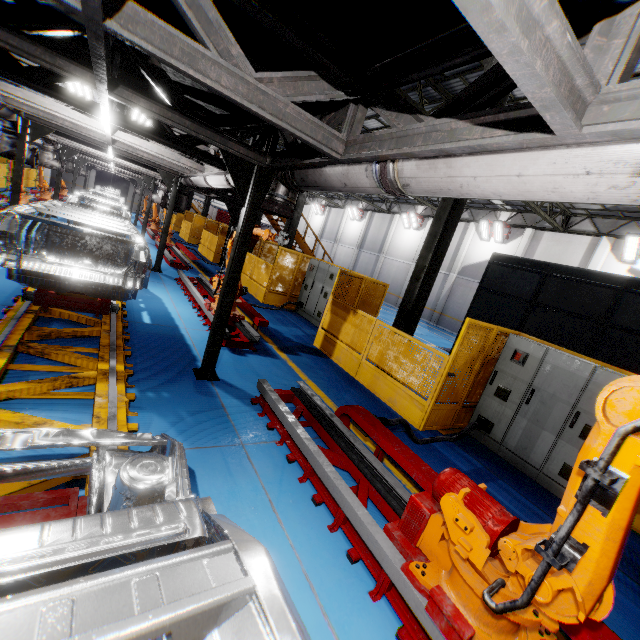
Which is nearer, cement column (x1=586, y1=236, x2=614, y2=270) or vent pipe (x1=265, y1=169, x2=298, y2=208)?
vent pipe (x1=265, y1=169, x2=298, y2=208)

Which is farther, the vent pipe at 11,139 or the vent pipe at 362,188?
the vent pipe at 11,139

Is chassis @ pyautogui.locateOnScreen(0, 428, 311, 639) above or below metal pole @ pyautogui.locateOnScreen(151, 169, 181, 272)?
below

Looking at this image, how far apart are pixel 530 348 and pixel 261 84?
5.9 meters

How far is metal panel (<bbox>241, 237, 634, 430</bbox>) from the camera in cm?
593

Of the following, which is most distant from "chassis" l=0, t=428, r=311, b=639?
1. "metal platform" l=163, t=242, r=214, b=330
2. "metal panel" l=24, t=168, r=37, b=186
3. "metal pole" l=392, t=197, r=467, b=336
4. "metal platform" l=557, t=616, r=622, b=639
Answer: "metal pole" l=392, t=197, r=467, b=336

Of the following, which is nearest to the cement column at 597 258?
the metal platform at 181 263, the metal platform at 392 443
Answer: the metal platform at 181 263

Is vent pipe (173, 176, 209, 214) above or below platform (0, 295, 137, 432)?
above
